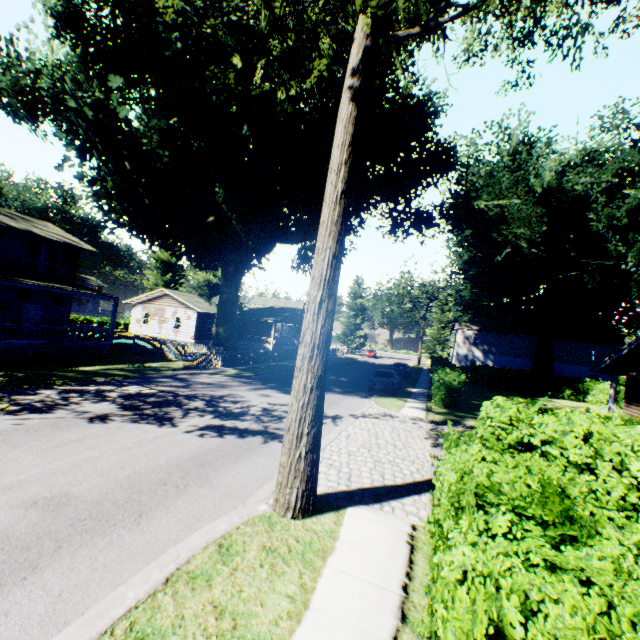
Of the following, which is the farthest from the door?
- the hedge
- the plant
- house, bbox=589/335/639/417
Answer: house, bbox=589/335/639/417

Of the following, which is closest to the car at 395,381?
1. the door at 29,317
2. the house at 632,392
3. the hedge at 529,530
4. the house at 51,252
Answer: the house at 632,392

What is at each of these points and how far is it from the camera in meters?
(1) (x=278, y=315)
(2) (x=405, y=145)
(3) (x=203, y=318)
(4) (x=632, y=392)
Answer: (1) house, 47.2 m
(2) plant, 27.8 m
(3) house, 38.7 m
(4) house, 21.7 m

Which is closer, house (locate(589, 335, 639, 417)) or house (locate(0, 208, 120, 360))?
house (locate(589, 335, 639, 417))

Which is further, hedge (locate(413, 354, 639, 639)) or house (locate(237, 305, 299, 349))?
house (locate(237, 305, 299, 349))

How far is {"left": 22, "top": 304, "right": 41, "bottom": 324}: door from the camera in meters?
22.8 m

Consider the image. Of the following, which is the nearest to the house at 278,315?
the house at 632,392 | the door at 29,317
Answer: the door at 29,317

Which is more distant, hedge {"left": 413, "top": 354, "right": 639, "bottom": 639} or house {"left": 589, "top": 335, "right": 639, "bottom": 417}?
house {"left": 589, "top": 335, "right": 639, "bottom": 417}
